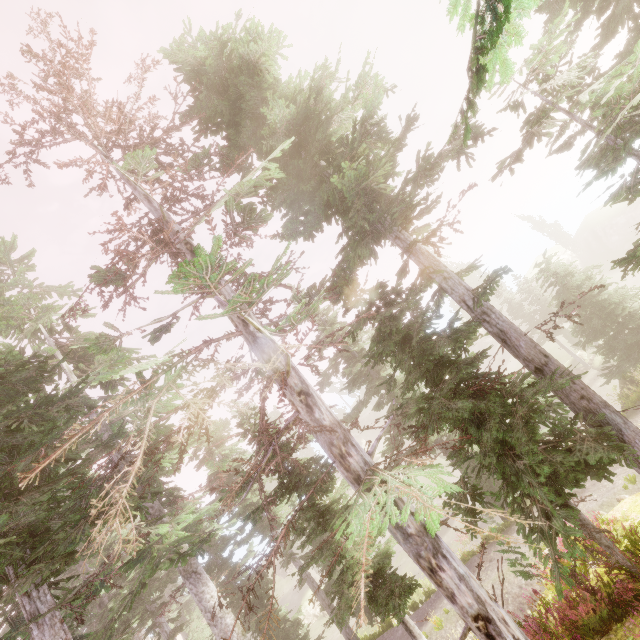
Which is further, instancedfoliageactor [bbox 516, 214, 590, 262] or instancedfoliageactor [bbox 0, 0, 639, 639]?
instancedfoliageactor [bbox 516, 214, 590, 262]

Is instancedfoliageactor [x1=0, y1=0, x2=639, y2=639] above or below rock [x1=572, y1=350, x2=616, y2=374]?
above

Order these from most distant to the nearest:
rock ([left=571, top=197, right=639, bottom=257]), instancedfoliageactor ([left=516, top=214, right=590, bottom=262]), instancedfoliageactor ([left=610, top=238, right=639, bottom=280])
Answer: instancedfoliageactor ([left=516, top=214, right=590, bottom=262]), rock ([left=571, top=197, right=639, bottom=257]), instancedfoliageactor ([left=610, top=238, right=639, bottom=280])

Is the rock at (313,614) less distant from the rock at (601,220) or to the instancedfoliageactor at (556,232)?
the instancedfoliageactor at (556,232)

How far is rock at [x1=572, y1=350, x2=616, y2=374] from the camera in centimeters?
2835cm

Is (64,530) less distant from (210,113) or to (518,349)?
(518,349)

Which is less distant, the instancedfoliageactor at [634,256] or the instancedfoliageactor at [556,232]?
the instancedfoliageactor at [634,256]

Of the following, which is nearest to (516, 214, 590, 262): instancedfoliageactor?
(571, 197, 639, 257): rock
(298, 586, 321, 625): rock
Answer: (571, 197, 639, 257): rock
